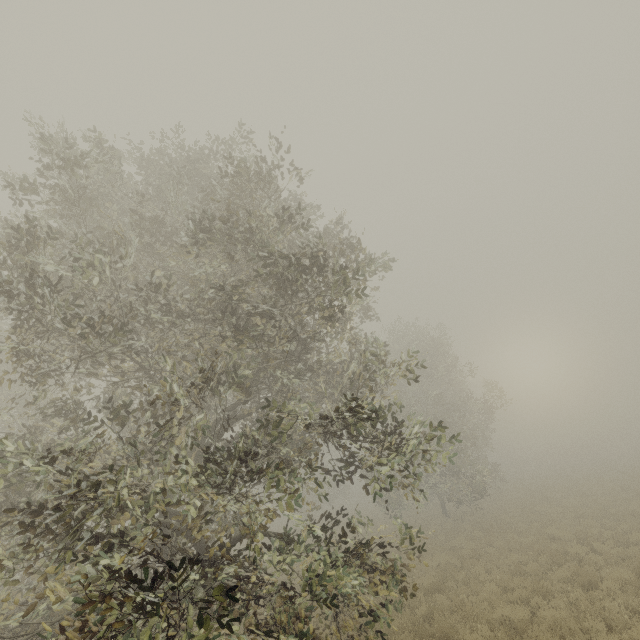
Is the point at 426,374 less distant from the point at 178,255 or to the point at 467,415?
the point at 467,415
